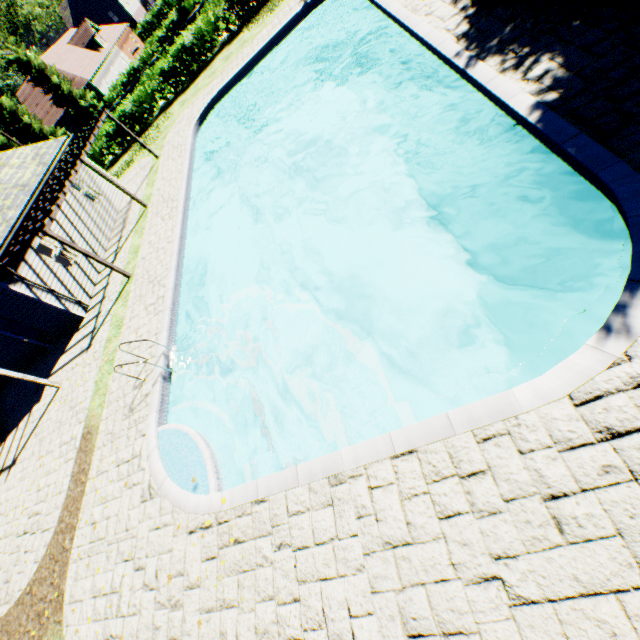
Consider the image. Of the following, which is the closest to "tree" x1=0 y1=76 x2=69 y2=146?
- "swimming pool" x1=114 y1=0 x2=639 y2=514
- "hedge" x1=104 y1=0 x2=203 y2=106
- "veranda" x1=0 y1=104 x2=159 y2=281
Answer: "hedge" x1=104 y1=0 x2=203 y2=106

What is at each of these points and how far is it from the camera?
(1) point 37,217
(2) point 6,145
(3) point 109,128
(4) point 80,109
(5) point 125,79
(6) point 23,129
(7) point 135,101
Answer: (1) veranda, 11.95m
(2) tree, 39.06m
(3) hedge, 24.14m
(4) tree, 37.78m
(5) hedge, 35.50m
(6) tree, 37.22m
(7) hedge, 23.50m

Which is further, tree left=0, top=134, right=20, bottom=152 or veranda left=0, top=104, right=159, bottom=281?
tree left=0, top=134, right=20, bottom=152

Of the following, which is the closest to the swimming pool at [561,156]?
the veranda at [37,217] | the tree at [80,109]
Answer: the veranda at [37,217]

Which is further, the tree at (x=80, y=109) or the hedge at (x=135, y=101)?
the tree at (x=80, y=109)

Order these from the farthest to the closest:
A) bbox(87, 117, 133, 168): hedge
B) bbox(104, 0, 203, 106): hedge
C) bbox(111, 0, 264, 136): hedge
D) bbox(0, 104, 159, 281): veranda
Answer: bbox(104, 0, 203, 106): hedge, bbox(87, 117, 133, 168): hedge, bbox(111, 0, 264, 136): hedge, bbox(0, 104, 159, 281): veranda

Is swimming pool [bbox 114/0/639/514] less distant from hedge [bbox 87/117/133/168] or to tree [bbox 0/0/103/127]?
tree [bbox 0/0/103/127]

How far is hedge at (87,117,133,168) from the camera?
24.34m
